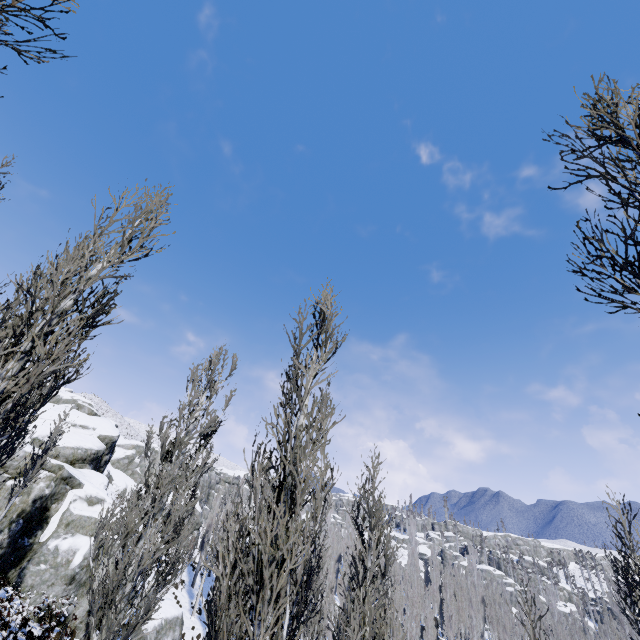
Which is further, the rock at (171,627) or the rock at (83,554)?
the rock at (171,627)

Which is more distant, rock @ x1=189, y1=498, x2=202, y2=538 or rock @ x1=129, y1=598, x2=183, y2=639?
rock @ x1=189, y1=498, x2=202, y2=538

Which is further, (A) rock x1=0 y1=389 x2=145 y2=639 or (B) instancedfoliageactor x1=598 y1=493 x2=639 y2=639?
(A) rock x1=0 y1=389 x2=145 y2=639

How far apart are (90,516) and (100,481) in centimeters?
979cm

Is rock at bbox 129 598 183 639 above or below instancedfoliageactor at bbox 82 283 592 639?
below

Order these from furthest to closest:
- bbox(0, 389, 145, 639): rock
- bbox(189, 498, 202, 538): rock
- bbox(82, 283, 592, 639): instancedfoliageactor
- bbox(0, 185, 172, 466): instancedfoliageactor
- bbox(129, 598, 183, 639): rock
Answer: bbox(189, 498, 202, 538): rock
bbox(129, 598, 183, 639): rock
bbox(0, 389, 145, 639): rock
bbox(82, 283, 592, 639): instancedfoliageactor
bbox(0, 185, 172, 466): instancedfoliageactor
